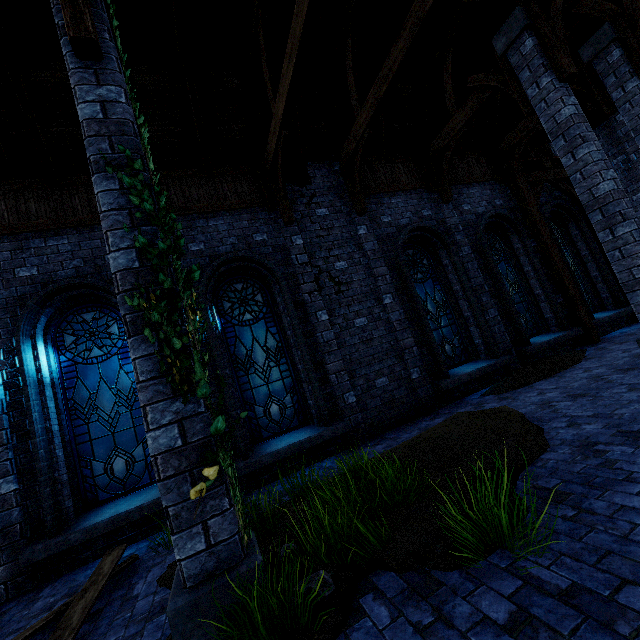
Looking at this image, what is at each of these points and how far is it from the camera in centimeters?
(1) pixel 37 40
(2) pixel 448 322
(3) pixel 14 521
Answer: (1) building, 573cm
(2) window glass, 903cm
(3) building, 493cm

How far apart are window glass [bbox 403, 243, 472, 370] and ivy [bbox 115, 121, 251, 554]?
6.42m

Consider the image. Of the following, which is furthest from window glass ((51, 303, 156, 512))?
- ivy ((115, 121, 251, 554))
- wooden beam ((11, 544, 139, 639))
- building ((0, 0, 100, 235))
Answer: ivy ((115, 121, 251, 554))

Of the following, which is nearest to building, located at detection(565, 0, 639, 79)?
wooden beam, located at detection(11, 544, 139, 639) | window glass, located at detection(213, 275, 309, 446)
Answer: window glass, located at detection(213, 275, 309, 446)

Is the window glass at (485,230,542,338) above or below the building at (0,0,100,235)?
below

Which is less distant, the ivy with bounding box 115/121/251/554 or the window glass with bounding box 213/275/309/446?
the ivy with bounding box 115/121/251/554

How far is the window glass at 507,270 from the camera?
10.0m

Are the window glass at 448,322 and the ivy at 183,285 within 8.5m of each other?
yes
